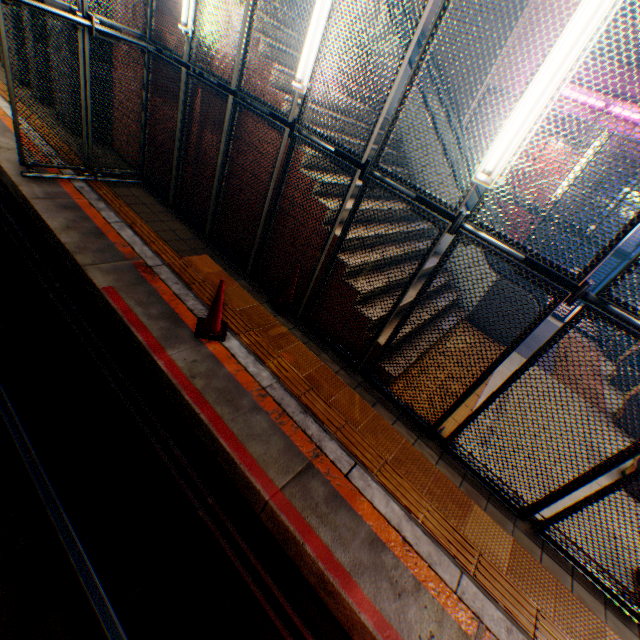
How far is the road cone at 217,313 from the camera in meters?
4.0 m

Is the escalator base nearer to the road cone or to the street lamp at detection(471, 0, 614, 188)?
the street lamp at detection(471, 0, 614, 188)

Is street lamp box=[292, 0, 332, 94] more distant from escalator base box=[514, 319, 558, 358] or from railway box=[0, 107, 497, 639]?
escalator base box=[514, 319, 558, 358]

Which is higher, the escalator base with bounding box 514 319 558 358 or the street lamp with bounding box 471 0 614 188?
the street lamp with bounding box 471 0 614 188

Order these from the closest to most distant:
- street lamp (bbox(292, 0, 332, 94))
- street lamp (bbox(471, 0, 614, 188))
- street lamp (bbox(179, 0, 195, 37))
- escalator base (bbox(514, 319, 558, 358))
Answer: street lamp (bbox(471, 0, 614, 188)), street lamp (bbox(292, 0, 332, 94)), street lamp (bbox(179, 0, 195, 37)), escalator base (bbox(514, 319, 558, 358))

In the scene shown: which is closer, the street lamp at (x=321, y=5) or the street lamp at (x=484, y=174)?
the street lamp at (x=484, y=174)

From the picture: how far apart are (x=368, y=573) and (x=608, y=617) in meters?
2.7

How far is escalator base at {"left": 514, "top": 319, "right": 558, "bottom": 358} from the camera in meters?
7.6
